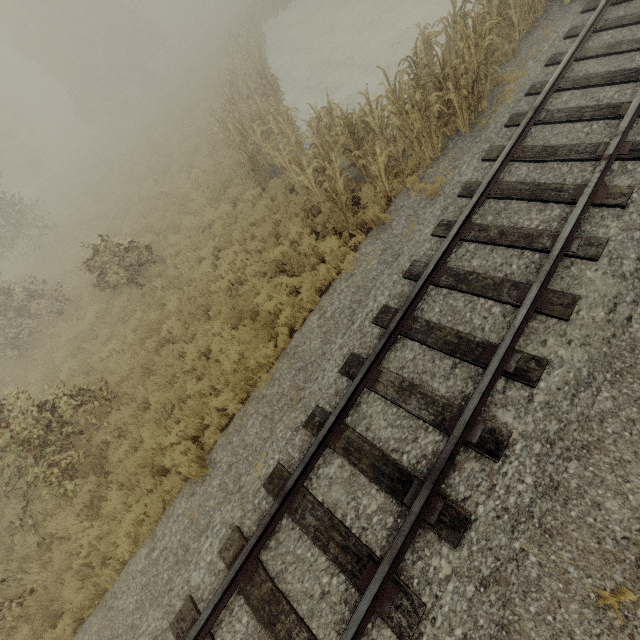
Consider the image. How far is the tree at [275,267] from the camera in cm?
834

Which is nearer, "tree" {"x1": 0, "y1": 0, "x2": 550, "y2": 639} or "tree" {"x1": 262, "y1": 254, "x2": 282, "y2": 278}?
"tree" {"x1": 0, "y1": 0, "x2": 550, "y2": 639}

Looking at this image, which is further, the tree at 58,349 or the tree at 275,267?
the tree at 275,267

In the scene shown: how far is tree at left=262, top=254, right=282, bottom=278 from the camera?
8.34m

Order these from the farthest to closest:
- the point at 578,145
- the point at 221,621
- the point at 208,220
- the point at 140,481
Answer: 1. the point at 208,220
2. the point at 140,481
3. the point at 578,145
4. the point at 221,621
